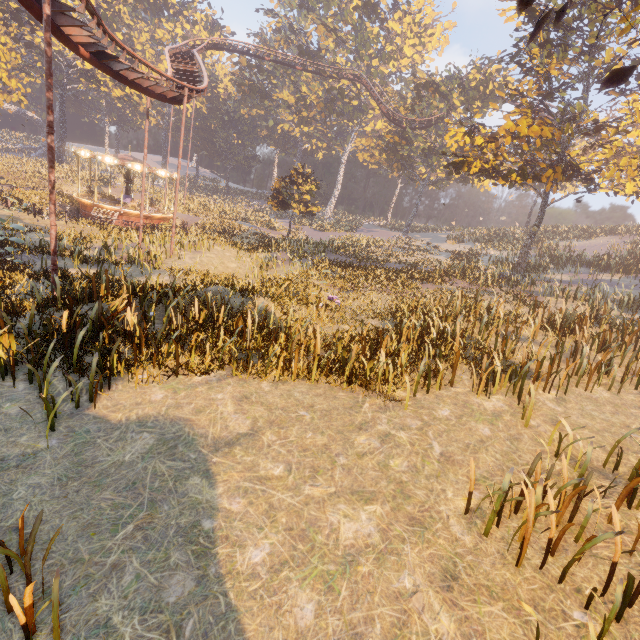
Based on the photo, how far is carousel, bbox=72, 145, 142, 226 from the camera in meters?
24.8 m

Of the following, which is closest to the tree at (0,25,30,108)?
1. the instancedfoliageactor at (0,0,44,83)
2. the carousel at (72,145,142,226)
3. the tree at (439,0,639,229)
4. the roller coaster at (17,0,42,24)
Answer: the instancedfoliageactor at (0,0,44,83)

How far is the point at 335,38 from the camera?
47.8m

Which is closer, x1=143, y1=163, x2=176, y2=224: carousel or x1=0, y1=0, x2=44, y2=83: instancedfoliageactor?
x1=143, y1=163, x2=176, y2=224: carousel

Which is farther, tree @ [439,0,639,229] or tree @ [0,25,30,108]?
tree @ [0,25,30,108]

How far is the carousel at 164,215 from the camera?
26.8 meters

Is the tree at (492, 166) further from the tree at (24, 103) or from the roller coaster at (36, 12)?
the tree at (24, 103)

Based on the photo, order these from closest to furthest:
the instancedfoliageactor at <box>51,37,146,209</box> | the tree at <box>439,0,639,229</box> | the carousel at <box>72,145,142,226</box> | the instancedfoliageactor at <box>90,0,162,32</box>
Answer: the tree at <box>439,0,639,229</box> → the carousel at <box>72,145,142,226</box> → the instancedfoliageactor at <box>51,37,146,209</box> → the instancedfoliageactor at <box>90,0,162,32</box>
